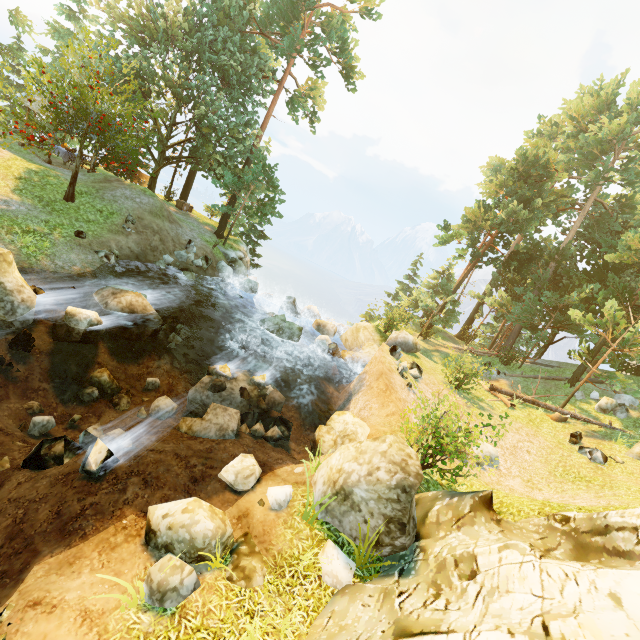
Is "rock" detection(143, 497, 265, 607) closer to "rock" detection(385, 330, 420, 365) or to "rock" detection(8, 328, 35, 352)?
"rock" detection(8, 328, 35, 352)

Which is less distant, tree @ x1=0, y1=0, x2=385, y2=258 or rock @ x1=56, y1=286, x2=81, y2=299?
rock @ x1=56, y1=286, x2=81, y2=299

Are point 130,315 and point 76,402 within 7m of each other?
yes

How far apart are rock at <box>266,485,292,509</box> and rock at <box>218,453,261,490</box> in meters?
0.5 m

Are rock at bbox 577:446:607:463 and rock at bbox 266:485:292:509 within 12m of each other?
no

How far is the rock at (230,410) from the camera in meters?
10.2

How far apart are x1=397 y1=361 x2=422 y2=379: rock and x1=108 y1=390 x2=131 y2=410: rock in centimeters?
1148cm

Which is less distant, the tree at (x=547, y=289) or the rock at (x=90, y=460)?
the rock at (x=90, y=460)
